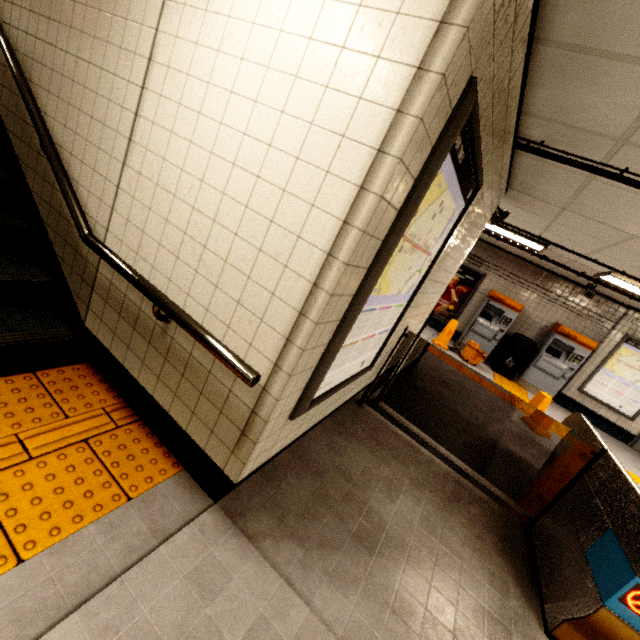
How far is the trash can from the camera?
8.4m

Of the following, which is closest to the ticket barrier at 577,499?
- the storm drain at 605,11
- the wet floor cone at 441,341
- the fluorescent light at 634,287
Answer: the storm drain at 605,11

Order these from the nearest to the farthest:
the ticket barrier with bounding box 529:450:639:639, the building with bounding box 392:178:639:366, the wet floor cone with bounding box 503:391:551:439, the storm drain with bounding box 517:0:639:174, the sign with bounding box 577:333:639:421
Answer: the storm drain with bounding box 517:0:639:174, the ticket barrier with bounding box 529:450:639:639, the building with bounding box 392:178:639:366, the wet floor cone with bounding box 503:391:551:439, the sign with bounding box 577:333:639:421

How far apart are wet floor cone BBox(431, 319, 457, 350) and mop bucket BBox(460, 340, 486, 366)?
0.35m

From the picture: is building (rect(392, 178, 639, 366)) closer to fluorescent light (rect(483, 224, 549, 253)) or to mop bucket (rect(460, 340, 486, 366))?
fluorescent light (rect(483, 224, 549, 253))

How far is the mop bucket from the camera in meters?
8.0

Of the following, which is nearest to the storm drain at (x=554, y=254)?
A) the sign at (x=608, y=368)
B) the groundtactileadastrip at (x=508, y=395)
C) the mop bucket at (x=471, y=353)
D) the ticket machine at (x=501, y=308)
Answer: the sign at (x=608, y=368)

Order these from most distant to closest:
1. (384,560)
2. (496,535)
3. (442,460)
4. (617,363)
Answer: (617,363)
(442,460)
(496,535)
(384,560)
